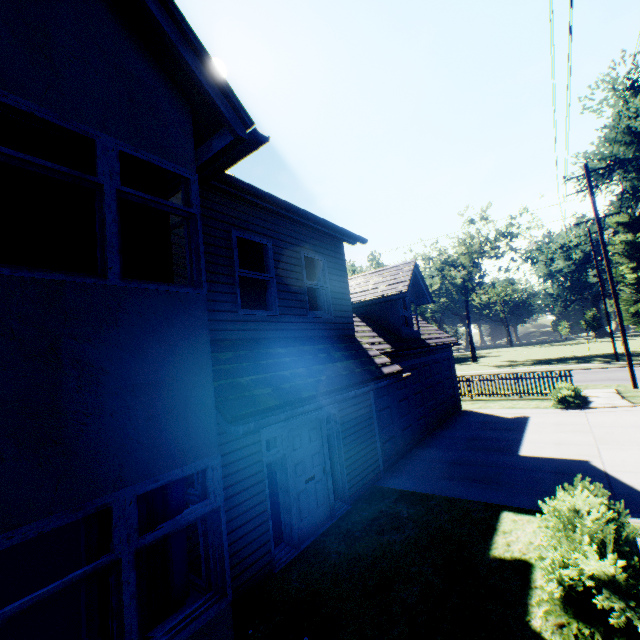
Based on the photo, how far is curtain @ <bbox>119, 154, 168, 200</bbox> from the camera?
3.85m

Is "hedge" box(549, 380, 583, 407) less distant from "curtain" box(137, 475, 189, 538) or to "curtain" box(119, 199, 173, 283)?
"curtain" box(137, 475, 189, 538)

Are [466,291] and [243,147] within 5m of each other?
no

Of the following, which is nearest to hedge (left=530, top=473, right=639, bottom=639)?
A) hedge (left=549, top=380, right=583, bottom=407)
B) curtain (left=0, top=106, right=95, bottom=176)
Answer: curtain (left=0, top=106, right=95, bottom=176)

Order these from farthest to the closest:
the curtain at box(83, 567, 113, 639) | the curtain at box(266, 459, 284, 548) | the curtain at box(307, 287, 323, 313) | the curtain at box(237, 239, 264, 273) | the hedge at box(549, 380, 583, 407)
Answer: the hedge at box(549, 380, 583, 407), the curtain at box(307, 287, 323, 313), the curtain at box(237, 239, 264, 273), the curtain at box(266, 459, 284, 548), the curtain at box(83, 567, 113, 639)

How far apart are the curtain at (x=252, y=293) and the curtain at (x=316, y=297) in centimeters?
94cm

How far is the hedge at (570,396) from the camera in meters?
14.1 m

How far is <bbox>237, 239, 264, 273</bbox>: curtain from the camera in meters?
6.6
